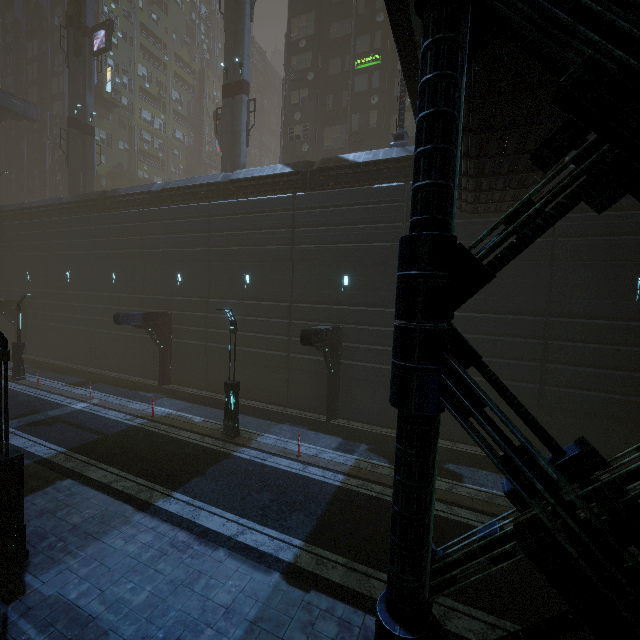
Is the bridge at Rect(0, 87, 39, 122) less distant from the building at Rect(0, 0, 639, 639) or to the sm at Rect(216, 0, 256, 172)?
the building at Rect(0, 0, 639, 639)

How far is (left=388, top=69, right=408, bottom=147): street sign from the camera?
16.1m

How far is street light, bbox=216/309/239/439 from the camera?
13.59m

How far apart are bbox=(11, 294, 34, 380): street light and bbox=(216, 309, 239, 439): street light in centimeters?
1672cm

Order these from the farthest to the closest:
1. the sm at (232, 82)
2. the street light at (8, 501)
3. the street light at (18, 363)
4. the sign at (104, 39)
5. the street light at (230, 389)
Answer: the sign at (104, 39) < the sm at (232, 82) < the street light at (18, 363) < the street light at (230, 389) < the street light at (8, 501)

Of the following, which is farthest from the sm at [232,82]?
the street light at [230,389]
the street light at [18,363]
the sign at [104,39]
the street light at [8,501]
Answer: the street light at [8,501]

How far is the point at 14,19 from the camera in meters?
45.4

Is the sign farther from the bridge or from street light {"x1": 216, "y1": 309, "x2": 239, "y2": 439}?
street light {"x1": 216, "y1": 309, "x2": 239, "y2": 439}
